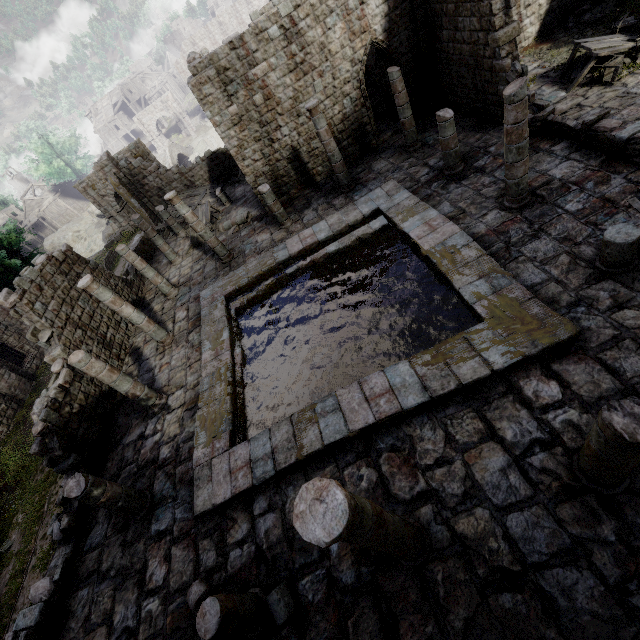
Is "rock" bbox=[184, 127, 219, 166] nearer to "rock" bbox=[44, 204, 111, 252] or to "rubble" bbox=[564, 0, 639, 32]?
"rock" bbox=[44, 204, 111, 252]

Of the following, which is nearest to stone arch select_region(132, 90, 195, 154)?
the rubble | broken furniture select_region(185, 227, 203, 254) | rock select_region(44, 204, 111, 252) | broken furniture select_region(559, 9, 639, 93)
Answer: rock select_region(44, 204, 111, 252)

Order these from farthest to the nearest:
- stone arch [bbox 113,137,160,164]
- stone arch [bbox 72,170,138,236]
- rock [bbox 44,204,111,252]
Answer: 1. rock [bbox 44,204,111,252]
2. stone arch [bbox 72,170,138,236]
3. stone arch [bbox 113,137,160,164]

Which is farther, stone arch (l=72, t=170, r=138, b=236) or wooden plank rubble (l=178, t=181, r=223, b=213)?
stone arch (l=72, t=170, r=138, b=236)

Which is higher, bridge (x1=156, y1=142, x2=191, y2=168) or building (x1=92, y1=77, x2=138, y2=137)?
building (x1=92, y1=77, x2=138, y2=137)

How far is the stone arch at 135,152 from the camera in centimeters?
Answer: 3008cm

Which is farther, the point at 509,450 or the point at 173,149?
the point at 173,149

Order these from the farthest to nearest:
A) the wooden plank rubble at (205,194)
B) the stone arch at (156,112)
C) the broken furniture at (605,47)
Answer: the stone arch at (156,112) < the wooden plank rubble at (205,194) < the broken furniture at (605,47)
